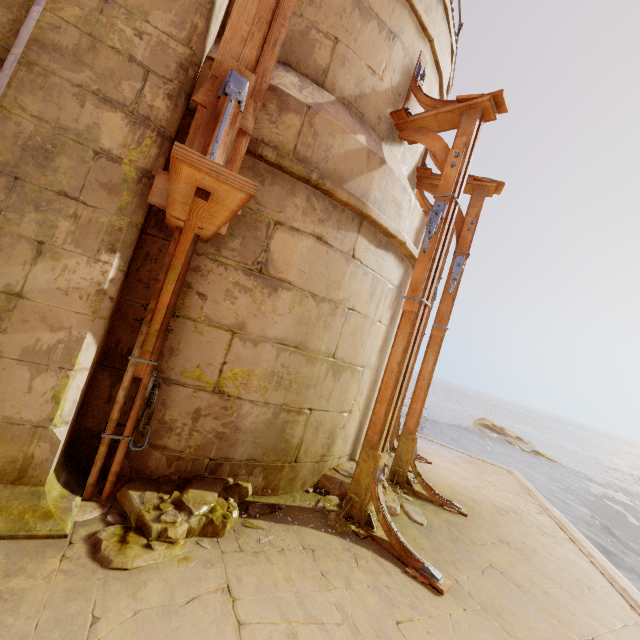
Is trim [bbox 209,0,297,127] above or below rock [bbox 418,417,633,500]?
above

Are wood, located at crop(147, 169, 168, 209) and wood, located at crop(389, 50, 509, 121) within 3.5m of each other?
yes

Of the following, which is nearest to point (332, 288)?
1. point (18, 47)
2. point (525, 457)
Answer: point (18, 47)

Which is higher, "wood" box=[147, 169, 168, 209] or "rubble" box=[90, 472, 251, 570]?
"wood" box=[147, 169, 168, 209]

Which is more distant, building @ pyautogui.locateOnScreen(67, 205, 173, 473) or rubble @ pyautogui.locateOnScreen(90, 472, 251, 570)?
building @ pyautogui.locateOnScreen(67, 205, 173, 473)

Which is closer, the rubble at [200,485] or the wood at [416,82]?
the rubble at [200,485]

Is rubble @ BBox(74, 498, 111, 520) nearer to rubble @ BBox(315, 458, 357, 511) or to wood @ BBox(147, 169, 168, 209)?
rubble @ BBox(315, 458, 357, 511)

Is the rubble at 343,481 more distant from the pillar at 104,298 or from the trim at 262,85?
the trim at 262,85
